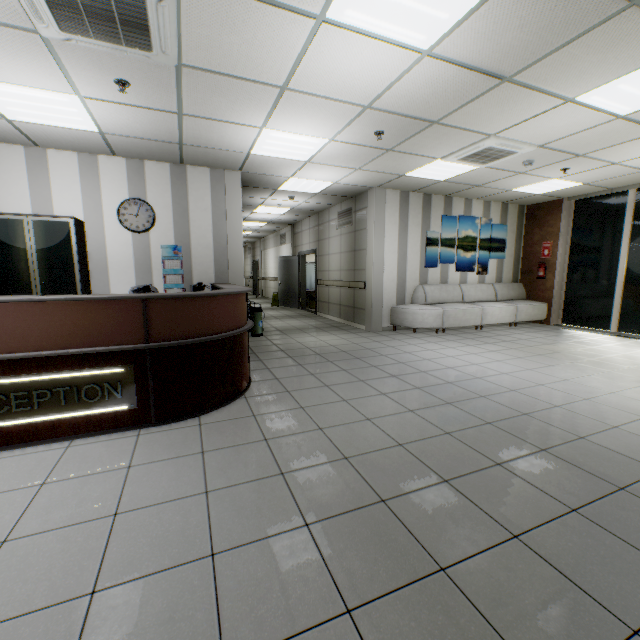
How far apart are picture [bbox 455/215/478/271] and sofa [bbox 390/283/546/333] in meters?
0.3 m

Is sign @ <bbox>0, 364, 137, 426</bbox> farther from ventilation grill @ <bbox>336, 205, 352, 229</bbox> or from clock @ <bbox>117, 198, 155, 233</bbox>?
ventilation grill @ <bbox>336, 205, 352, 229</bbox>

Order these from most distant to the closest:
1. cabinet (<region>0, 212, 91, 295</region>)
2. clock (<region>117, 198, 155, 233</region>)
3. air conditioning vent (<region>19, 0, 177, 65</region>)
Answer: clock (<region>117, 198, 155, 233</region>) < cabinet (<region>0, 212, 91, 295</region>) < air conditioning vent (<region>19, 0, 177, 65</region>)

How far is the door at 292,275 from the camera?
11.3 meters

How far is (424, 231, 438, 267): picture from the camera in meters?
7.9

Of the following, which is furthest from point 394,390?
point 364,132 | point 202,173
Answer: point 202,173

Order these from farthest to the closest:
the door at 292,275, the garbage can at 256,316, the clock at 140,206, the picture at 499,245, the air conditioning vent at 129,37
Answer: the door at 292,275, the picture at 499,245, the garbage can at 256,316, the clock at 140,206, the air conditioning vent at 129,37

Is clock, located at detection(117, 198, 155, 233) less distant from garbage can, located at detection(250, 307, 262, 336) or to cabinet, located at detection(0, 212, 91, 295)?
cabinet, located at detection(0, 212, 91, 295)
